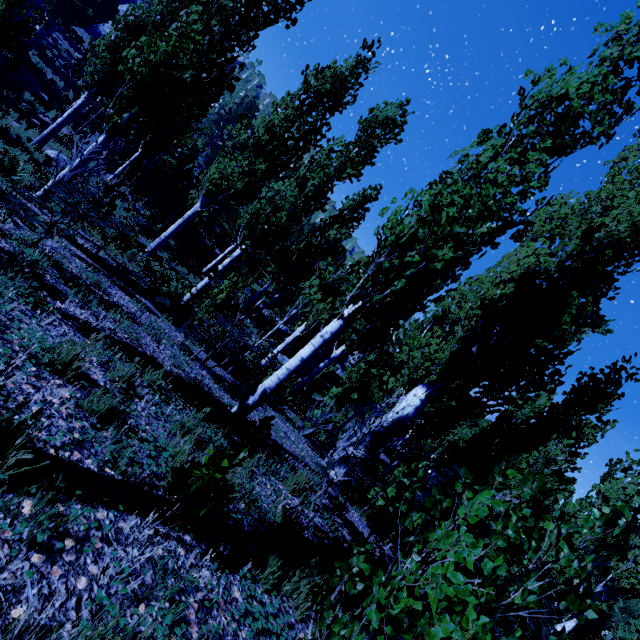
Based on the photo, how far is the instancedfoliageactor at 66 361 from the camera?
2.46m

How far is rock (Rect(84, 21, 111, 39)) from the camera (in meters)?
37.62

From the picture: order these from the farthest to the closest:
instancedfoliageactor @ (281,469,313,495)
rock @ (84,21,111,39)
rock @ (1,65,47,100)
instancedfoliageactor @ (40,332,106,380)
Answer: rock @ (84,21,111,39) < rock @ (1,65,47,100) < instancedfoliageactor @ (281,469,313,495) < instancedfoliageactor @ (40,332,106,380)

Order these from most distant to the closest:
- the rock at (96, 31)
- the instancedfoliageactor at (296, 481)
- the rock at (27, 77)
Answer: the rock at (96, 31)
the rock at (27, 77)
the instancedfoliageactor at (296, 481)

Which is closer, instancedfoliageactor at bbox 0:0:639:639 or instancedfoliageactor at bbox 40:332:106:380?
instancedfoliageactor at bbox 0:0:639:639

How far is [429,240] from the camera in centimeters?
463cm

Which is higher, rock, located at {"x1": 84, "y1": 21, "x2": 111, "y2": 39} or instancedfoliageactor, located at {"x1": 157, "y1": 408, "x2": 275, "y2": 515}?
rock, located at {"x1": 84, "y1": 21, "x2": 111, "y2": 39}
